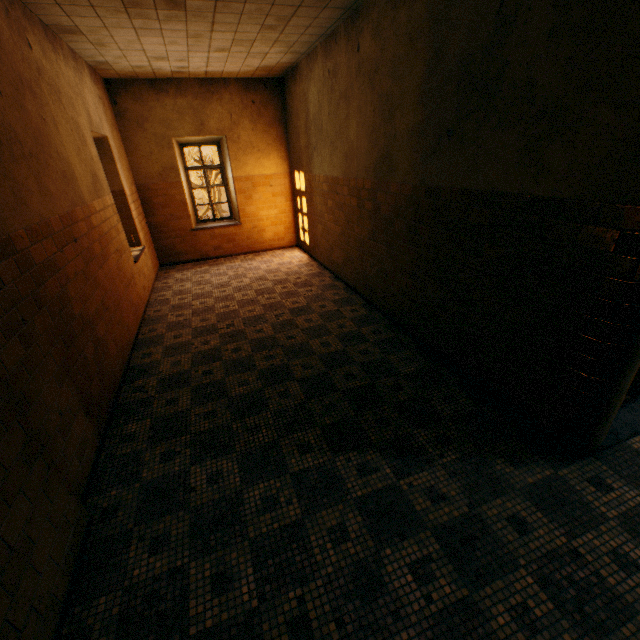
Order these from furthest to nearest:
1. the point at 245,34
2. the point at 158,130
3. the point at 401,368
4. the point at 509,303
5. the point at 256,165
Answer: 1. the point at 256,165
2. the point at 158,130
3. the point at 245,34
4. the point at 401,368
5. the point at 509,303
